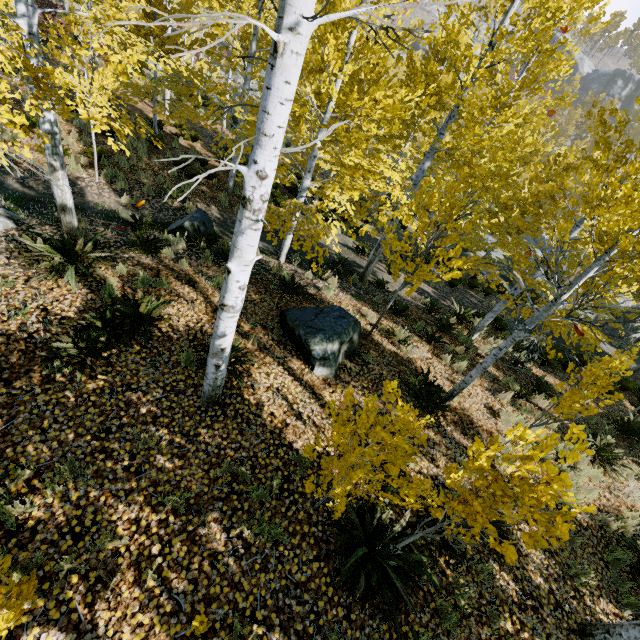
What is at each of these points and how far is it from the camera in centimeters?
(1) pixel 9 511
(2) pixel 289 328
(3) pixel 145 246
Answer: (1) instancedfoliageactor, 324cm
(2) rock, 648cm
(3) instancedfoliageactor, 664cm

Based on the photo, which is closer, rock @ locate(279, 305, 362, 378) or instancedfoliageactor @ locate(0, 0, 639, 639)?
instancedfoliageactor @ locate(0, 0, 639, 639)

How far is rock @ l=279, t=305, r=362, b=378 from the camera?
6.09m

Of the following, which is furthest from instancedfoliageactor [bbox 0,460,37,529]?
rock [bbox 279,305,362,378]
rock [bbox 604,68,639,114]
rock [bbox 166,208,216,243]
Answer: rock [bbox 604,68,639,114]

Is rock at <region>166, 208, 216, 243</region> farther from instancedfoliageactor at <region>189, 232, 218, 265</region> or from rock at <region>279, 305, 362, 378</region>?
rock at <region>279, 305, 362, 378</region>

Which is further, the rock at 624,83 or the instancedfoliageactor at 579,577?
the rock at 624,83

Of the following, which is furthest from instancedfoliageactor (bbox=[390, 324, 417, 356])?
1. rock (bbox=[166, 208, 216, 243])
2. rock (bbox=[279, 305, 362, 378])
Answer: rock (bbox=[166, 208, 216, 243])

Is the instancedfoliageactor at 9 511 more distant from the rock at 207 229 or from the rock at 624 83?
the rock at 624 83
